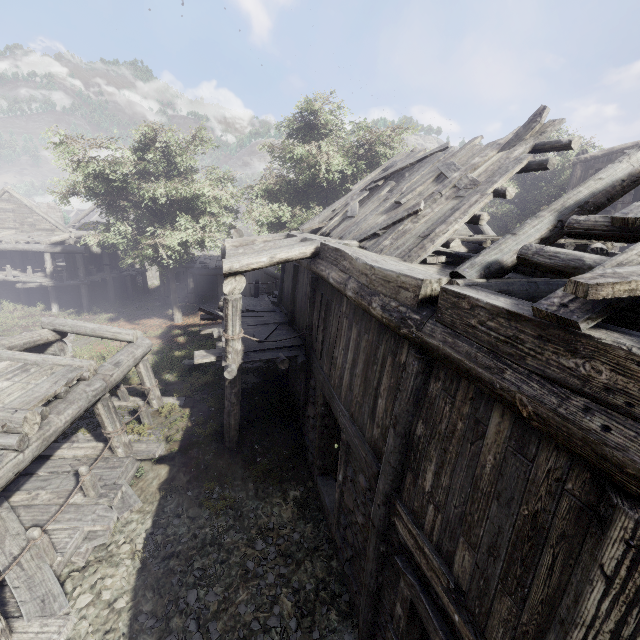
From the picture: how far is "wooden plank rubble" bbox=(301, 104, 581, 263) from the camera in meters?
6.0 m

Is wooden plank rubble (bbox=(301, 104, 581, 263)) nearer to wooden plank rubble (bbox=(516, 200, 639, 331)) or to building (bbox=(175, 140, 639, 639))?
building (bbox=(175, 140, 639, 639))

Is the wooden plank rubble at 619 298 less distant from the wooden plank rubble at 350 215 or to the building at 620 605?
the building at 620 605

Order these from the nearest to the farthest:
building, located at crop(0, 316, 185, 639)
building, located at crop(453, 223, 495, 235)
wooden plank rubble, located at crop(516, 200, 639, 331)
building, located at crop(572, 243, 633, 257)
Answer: wooden plank rubble, located at crop(516, 200, 639, 331)
building, located at crop(0, 316, 185, 639)
building, located at crop(572, 243, 633, 257)
building, located at crop(453, 223, 495, 235)

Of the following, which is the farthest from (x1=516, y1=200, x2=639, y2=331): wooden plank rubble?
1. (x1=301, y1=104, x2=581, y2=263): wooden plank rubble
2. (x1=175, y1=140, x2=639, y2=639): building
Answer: (x1=301, y1=104, x2=581, y2=263): wooden plank rubble

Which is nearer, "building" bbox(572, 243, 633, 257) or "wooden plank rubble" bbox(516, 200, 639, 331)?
"wooden plank rubble" bbox(516, 200, 639, 331)

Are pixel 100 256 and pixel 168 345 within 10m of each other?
no
